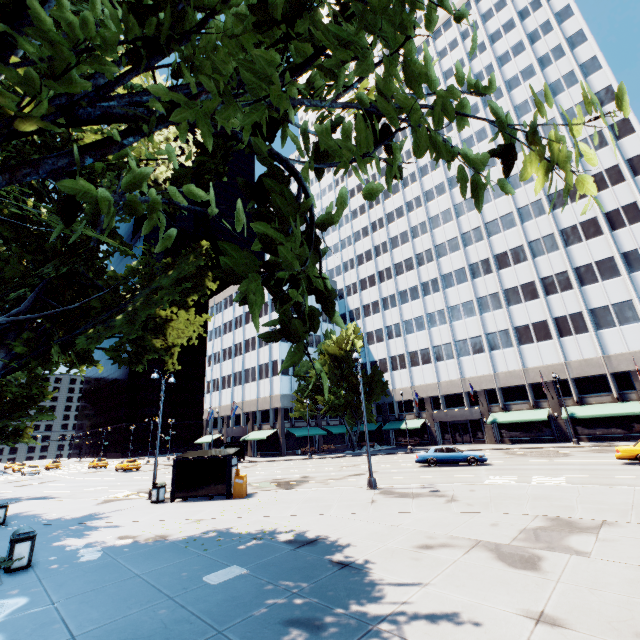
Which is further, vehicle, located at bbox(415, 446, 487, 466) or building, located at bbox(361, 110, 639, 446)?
building, located at bbox(361, 110, 639, 446)

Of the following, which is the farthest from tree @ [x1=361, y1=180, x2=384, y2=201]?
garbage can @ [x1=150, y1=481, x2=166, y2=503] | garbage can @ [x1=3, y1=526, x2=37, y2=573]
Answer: garbage can @ [x1=150, y1=481, x2=166, y2=503]

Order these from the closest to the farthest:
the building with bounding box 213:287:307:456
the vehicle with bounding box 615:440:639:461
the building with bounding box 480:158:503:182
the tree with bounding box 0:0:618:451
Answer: the tree with bounding box 0:0:618:451
the vehicle with bounding box 615:440:639:461
the building with bounding box 480:158:503:182
the building with bounding box 213:287:307:456

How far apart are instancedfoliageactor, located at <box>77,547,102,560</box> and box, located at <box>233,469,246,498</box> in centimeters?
741cm

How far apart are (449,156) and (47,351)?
13.9 meters

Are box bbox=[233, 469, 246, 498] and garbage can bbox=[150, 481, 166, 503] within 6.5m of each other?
yes

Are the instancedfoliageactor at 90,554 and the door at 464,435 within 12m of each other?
no

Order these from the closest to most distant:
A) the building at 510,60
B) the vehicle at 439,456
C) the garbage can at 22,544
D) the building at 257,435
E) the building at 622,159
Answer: the garbage can at 22,544, the vehicle at 439,456, the building at 622,159, the building at 510,60, the building at 257,435
